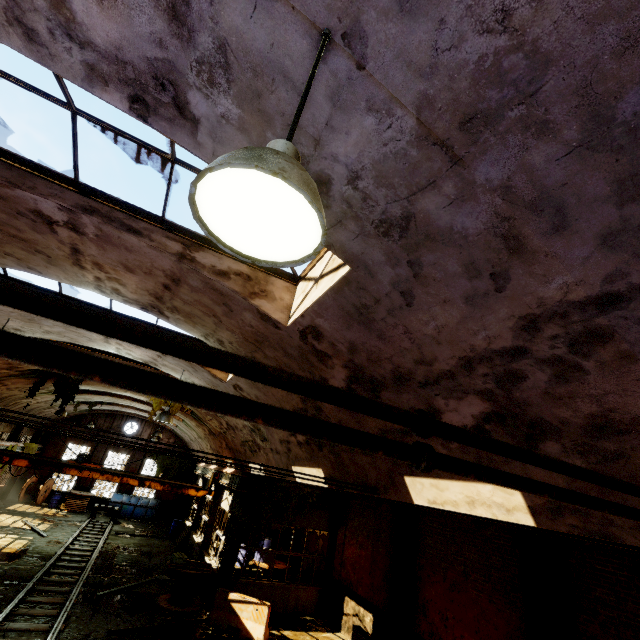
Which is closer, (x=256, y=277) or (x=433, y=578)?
(x=256, y=277)

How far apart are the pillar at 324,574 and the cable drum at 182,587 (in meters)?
4.98

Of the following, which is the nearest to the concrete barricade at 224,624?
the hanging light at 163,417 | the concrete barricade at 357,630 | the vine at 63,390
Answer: the concrete barricade at 357,630

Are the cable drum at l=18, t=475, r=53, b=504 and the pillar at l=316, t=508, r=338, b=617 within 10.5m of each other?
no

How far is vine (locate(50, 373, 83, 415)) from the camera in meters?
15.3

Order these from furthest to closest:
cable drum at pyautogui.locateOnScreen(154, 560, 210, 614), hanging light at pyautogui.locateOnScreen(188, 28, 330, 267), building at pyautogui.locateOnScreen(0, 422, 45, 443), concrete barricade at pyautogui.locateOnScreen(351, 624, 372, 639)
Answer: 1. building at pyautogui.locateOnScreen(0, 422, 45, 443)
2. cable drum at pyautogui.locateOnScreen(154, 560, 210, 614)
3. concrete barricade at pyautogui.locateOnScreen(351, 624, 372, 639)
4. hanging light at pyautogui.locateOnScreen(188, 28, 330, 267)

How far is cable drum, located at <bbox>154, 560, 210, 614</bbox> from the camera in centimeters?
1194cm

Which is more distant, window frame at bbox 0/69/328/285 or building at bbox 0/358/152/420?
building at bbox 0/358/152/420
